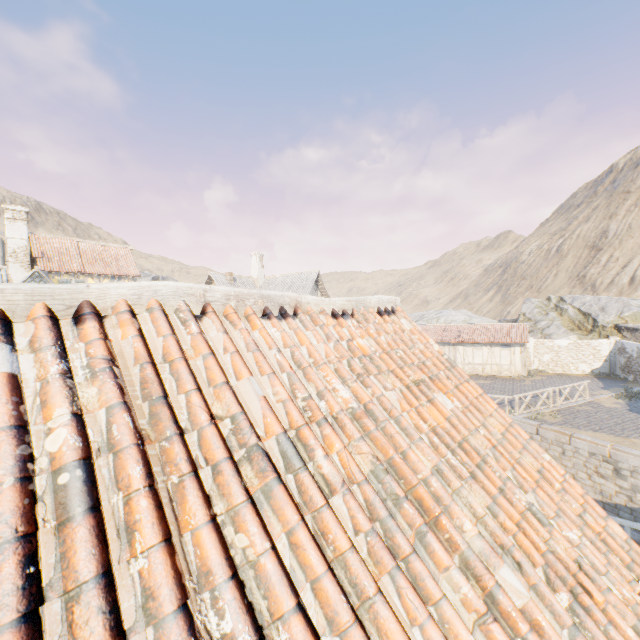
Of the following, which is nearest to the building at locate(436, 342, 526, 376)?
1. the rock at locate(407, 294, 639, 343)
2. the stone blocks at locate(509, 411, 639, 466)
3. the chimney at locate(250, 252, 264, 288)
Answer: the stone blocks at locate(509, 411, 639, 466)

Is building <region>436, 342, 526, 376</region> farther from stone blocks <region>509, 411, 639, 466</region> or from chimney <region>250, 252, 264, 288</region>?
chimney <region>250, 252, 264, 288</region>

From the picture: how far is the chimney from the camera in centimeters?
3156cm

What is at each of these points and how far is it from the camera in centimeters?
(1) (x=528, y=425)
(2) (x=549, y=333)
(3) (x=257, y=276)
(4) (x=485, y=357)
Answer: (1) stone blocks, 1609cm
(2) rock, 3133cm
(3) chimney, 3153cm
(4) building, 2894cm

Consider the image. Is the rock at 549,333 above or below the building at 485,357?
above

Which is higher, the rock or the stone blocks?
the rock

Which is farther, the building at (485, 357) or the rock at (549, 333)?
the rock at (549, 333)

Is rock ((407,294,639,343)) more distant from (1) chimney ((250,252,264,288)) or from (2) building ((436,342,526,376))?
(1) chimney ((250,252,264,288))
